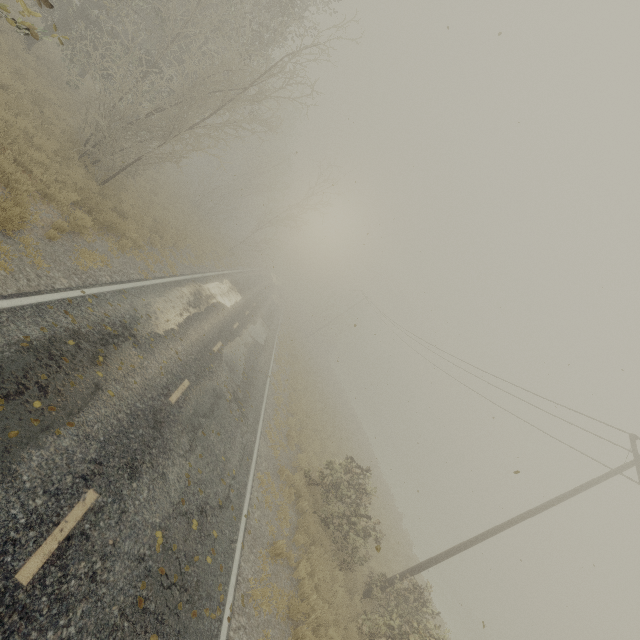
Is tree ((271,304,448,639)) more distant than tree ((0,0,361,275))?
No

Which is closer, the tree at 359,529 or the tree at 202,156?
the tree at 359,529

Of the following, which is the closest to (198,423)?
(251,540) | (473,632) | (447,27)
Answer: (251,540)
